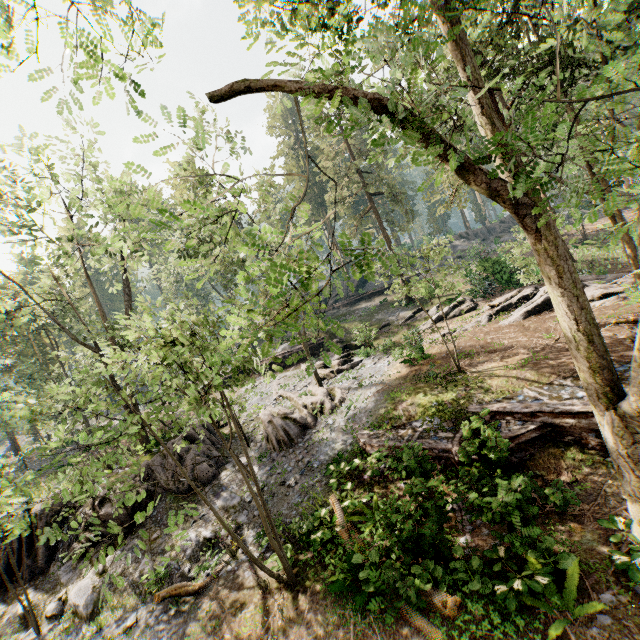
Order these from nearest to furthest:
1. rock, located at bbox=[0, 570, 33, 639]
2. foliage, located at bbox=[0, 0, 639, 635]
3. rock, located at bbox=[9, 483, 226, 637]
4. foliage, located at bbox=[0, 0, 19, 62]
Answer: foliage, located at bbox=[0, 0, 639, 635]
foliage, located at bbox=[0, 0, 19, 62]
rock, located at bbox=[9, 483, 226, 637]
rock, located at bbox=[0, 570, 33, 639]

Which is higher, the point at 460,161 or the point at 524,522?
the point at 460,161

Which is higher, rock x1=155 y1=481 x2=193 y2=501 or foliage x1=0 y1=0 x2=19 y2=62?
foliage x1=0 y1=0 x2=19 y2=62

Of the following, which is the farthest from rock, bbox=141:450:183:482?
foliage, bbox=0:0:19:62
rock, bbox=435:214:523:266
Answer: rock, bbox=435:214:523:266

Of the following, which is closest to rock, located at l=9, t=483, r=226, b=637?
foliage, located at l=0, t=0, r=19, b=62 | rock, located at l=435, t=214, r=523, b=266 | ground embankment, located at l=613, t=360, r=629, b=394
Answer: foliage, located at l=0, t=0, r=19, b=62

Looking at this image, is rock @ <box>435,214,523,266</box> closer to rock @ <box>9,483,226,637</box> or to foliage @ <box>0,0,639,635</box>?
foliage @ <box>0,0,639,635</box>

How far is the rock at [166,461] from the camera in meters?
15.4 m

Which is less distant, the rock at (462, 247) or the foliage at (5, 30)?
the foliage at (5, 30)
